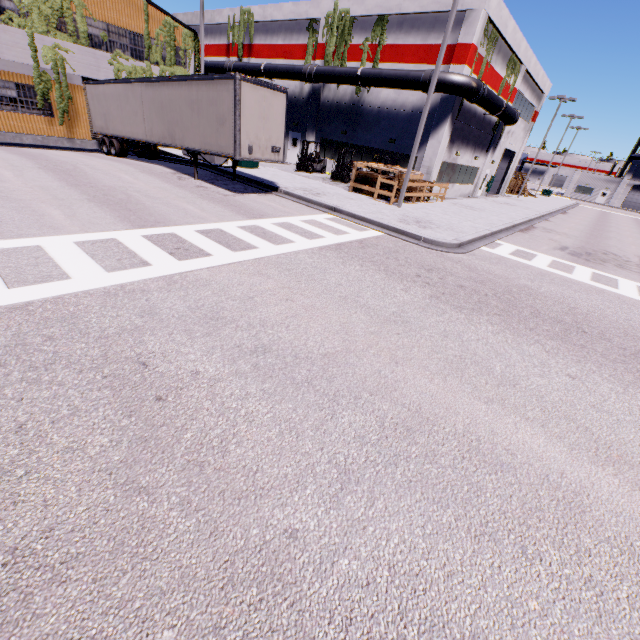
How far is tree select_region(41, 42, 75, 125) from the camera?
18.0 meters

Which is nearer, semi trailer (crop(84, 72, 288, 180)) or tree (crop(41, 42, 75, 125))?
semi trailer (crop(84, 72, 288, 180))

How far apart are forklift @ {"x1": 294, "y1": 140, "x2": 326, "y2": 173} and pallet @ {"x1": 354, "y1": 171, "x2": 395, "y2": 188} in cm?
676

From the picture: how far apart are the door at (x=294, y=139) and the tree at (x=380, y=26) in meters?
6.8

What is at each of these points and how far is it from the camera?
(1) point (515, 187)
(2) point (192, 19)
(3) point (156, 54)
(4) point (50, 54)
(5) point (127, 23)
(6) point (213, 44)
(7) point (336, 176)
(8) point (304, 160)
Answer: (1) pallet, 41.0 meters
(2) building, 32.1 meters
(3) tree, 21.9 meters
(4) tree, 18.1 meters
(5) building, 20.1 meters
(6) building, 31.6 meters
(7) forklift, 23.2 meters
(8) forklift, 24.6 meters

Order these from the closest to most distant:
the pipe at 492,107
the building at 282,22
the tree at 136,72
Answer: the pipe at 492,107
the tree at 136,72
the building at 282,22

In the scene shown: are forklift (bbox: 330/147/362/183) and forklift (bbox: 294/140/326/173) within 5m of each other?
yes

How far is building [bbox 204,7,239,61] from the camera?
29.0m
